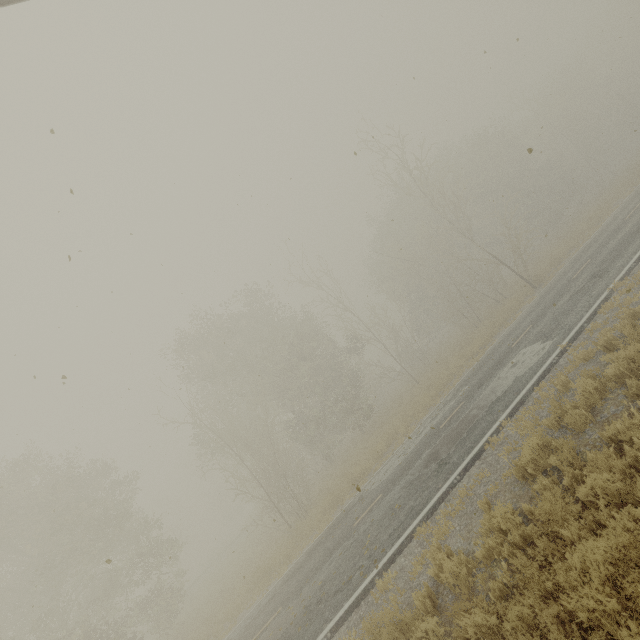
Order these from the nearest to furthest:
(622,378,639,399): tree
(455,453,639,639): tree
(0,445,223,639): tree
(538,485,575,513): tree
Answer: (455,453,639,639): tree, (538,485,575,513): tree, (622,378,639,399): tree, (0,445,223,639): tree

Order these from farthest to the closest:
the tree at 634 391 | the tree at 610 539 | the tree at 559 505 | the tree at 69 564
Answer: the tree at 69 564 < the tree at 634 391 < the tree at 559 505 < the tree at 610 539

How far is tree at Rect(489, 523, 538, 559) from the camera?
5.3m

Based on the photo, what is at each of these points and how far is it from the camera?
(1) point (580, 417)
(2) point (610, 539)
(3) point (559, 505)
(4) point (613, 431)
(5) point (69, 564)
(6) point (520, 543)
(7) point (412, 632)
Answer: (1) tree, 6.8m
(2) tree, 4.0m
(3) tree, 5.0m
(4) tree, 5.8m
(5) tree, 17.8m
(6) tree, 5.3m
(7) tree, 5.5m

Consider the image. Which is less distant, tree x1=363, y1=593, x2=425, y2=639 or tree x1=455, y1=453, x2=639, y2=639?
tree x1=455, y1=453, x2=639, y2=639

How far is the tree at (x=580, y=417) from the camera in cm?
654
